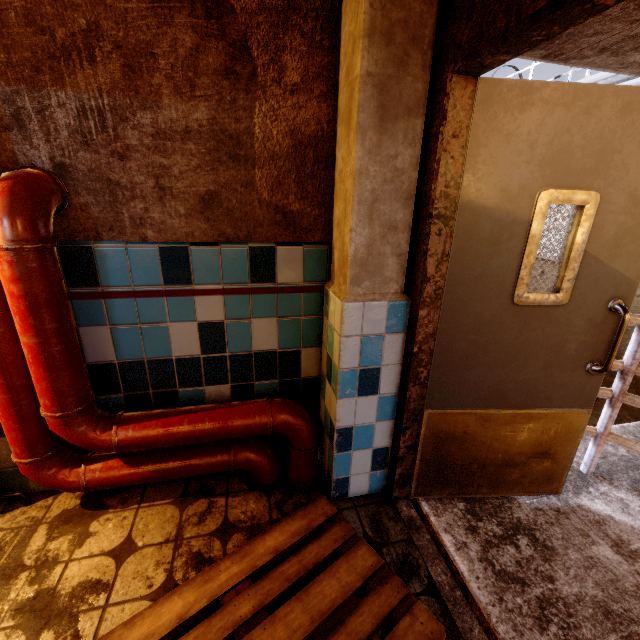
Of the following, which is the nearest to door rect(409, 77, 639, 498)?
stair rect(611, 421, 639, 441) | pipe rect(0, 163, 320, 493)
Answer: stair rect(611, 421, 639, 441)

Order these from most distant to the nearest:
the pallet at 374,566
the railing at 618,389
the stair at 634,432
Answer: the stair at 634,432 < the railing at 618,389 < the pallet at 374,566

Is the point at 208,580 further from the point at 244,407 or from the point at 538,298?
the point at 538,298

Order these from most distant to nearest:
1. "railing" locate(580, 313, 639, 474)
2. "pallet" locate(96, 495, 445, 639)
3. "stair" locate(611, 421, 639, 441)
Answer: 1. "stair" locate(611, 421, 639, 441)
2. "railing" locate(580, 313, 639, 474)
3. "pallet" locate(96, 495, 445, 639)

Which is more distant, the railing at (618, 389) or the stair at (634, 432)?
the stair at (634, 432)

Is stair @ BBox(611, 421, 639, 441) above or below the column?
below

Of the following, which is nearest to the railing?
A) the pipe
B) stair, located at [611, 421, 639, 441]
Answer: stair, located at [611, 421, 639, 441]
